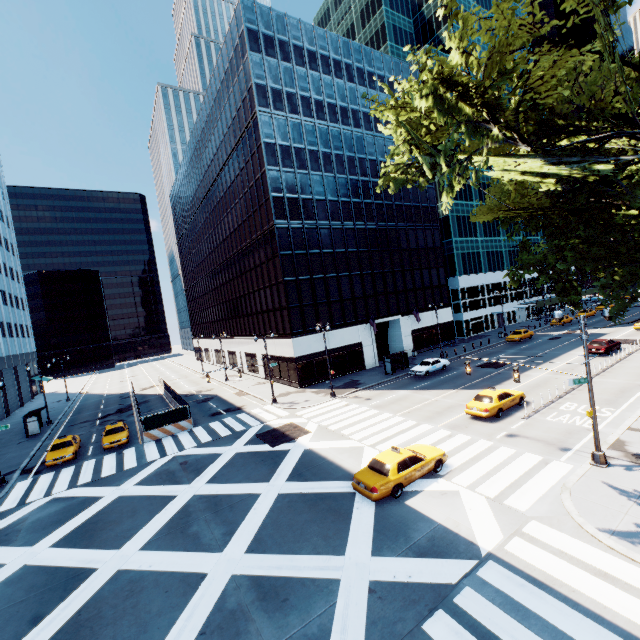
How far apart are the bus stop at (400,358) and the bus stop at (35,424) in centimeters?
3953cm

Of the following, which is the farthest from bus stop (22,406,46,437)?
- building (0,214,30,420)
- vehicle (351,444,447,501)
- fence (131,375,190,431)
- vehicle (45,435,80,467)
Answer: vehicle (351,444,447,501)

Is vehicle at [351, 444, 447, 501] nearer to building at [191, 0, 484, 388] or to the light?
the light

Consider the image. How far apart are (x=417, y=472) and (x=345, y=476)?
4.0m

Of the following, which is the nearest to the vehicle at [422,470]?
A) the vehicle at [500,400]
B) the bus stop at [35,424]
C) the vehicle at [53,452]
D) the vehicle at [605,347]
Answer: the vehicle at [500,400]

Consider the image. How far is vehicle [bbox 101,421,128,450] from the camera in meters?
26.5 m

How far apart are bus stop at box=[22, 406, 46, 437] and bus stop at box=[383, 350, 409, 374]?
39.5 meters

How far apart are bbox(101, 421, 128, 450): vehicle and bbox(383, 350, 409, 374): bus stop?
26.7m
